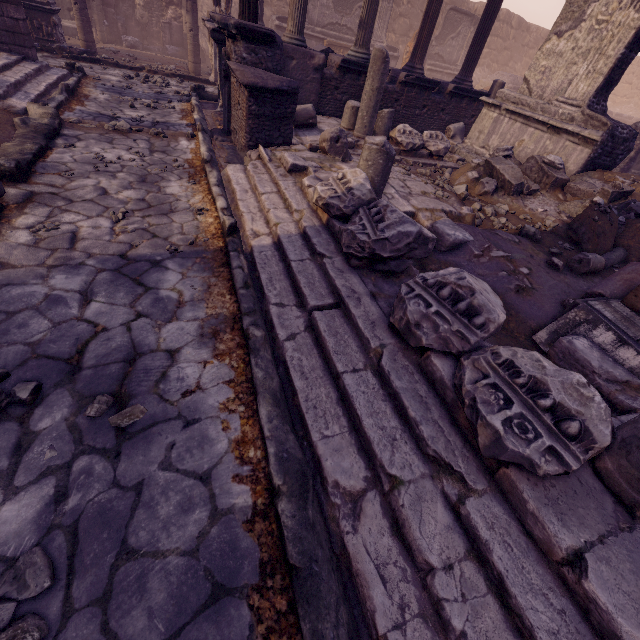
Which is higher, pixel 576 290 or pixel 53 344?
pixel 576 290

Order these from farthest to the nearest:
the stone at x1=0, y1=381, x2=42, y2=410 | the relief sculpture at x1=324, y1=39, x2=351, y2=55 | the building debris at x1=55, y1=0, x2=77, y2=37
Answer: the relief sculpture at x1=324, y1=39, x2=351, y2=55
the building debris at x1=55, y1=0, x2=77, y2=37
the stone at x1=0, y1=381, x2=42, y2=410

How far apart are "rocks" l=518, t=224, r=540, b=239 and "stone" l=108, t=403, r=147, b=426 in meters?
5.6 m

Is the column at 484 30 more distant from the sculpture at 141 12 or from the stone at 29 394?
the sculpture at 141 12

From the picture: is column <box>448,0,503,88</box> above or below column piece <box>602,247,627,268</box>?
above

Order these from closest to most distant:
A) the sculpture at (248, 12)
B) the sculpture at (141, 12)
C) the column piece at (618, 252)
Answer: the column piece at (618, 252) → the sculpture at (248, 12) → the sculpture at (141, 12)

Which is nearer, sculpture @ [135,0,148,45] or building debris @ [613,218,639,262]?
building debris @ [613,218,639,262]
